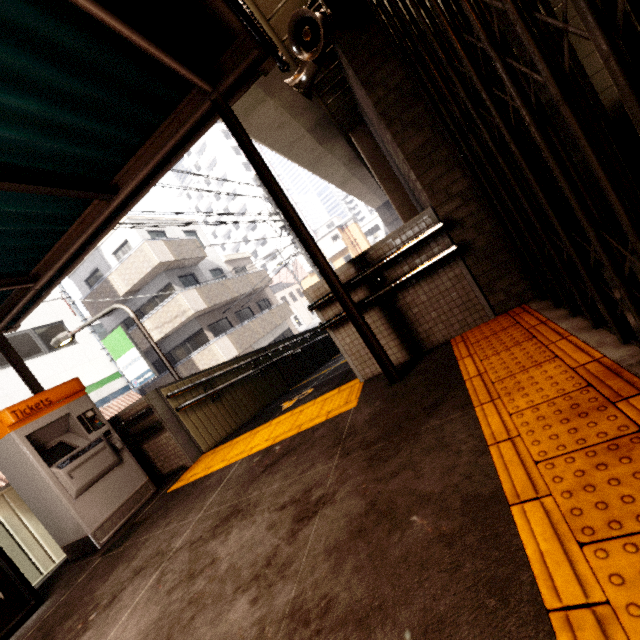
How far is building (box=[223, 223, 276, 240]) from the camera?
54.2m

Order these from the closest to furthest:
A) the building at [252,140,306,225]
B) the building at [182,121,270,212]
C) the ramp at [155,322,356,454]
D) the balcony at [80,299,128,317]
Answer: the ramp at [155,322,356,454] < the balcony at [80,299,128,317] < the building at [182,121,270,212] < the building at [252,140,306,225]

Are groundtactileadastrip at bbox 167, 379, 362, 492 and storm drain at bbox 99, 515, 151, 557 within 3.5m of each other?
yes

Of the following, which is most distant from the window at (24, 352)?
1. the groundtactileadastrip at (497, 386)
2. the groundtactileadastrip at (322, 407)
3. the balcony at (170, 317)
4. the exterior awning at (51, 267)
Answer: the groundtactileadastrip at (497, 386)

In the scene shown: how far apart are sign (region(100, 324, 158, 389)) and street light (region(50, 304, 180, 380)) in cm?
776

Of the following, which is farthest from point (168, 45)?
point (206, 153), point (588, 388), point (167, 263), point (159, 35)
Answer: point (206, 153)

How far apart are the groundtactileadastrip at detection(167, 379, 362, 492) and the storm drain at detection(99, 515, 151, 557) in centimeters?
36cm

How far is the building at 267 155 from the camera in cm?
5850
